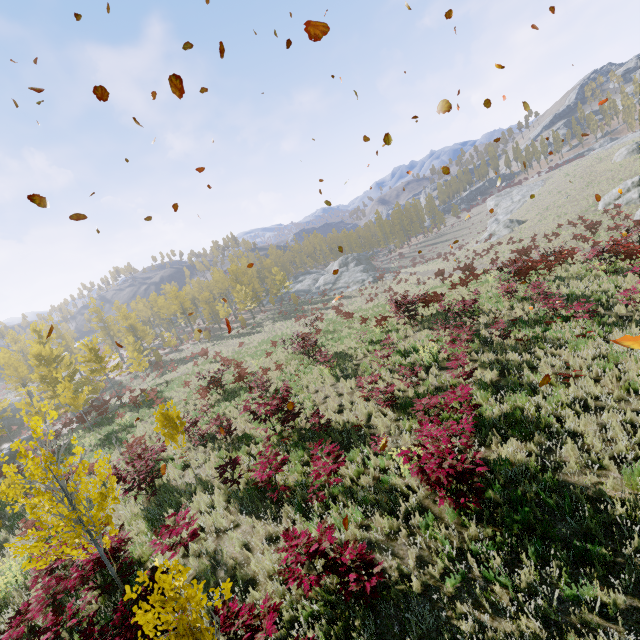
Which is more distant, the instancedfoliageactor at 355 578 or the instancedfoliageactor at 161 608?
the instancedfoliageactor at 355 578

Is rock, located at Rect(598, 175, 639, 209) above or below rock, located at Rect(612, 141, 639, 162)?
below

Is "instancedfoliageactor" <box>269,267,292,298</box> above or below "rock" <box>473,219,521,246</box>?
above

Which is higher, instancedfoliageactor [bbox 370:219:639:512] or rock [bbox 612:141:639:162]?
rock [bbox 612:141:639:162]

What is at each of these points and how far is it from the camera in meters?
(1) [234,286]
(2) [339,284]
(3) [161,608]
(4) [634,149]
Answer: (1) instancedfoliageactor, 51.7
(2) rock, 54.1
(3) instancedfoliageactor, 3.8
(4) rock, 43.5

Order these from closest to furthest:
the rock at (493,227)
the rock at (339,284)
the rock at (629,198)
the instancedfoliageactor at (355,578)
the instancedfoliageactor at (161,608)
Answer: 1. the instancedfoliageactor at (161,608)
2. the instancedfoliageactor at (355,578)
3. the rock at (629,198)
4. the rock at (493,227)
5. the rock at (339,284)

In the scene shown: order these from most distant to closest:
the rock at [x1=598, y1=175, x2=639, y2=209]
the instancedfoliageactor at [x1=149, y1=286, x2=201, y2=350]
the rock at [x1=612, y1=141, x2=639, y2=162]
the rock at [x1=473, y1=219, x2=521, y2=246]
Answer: the rock at [x1=473, y1=219, x2=521, y2=246], the instancedfoliageactor at [x1=149, y1=286, x2=201, y2=350], the rock at [x1=612, y1=141, x2=639, y2=162], the rock at [x1=598, y1=175, x2=639, y2=209]

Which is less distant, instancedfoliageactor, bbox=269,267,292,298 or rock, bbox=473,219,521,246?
rock, bbox=473,219,521,246
